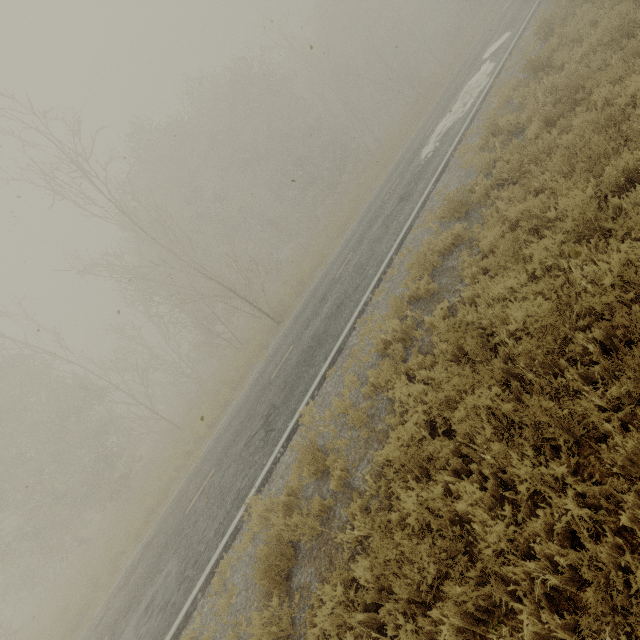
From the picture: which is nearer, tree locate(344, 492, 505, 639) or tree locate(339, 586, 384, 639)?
tree locate(344, 492, 505, 639)

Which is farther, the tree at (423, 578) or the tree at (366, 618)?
the tree at (366, 618)

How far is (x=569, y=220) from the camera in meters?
4.6
